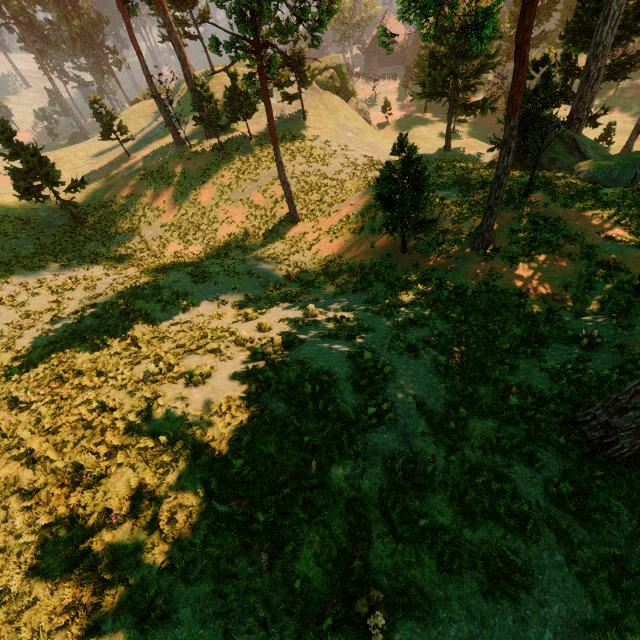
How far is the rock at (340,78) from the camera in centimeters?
4156cm

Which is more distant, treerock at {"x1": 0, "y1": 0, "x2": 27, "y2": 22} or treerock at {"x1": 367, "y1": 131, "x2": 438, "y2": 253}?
treerock at {"x1": 0, "y1": 0, "x2": 27, "y2": 22}

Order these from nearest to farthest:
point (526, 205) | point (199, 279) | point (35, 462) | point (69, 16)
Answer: point (35, 462) → point (526, 205) → point (199, 279) → point (69, 16)

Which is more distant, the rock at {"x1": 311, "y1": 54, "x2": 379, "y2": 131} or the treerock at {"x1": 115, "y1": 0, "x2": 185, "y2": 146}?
the rock at {"x1": 311, "y1": 54, "x2": 379, "y2": 131}

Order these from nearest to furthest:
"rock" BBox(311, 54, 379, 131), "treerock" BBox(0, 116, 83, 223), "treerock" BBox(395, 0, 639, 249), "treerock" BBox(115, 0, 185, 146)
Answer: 1. "treerock" BBox(395, 0, 639, 249)
2. "treerock" BBox(0, 116, 83, 223)
3. "treerock" BBox(115, 0, 185, 146)
4. "rock" BBox(311, 54, 379, 131)

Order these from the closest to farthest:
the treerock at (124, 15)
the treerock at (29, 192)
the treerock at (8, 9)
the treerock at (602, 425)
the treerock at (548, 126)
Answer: the treerock at (602, 425)
the treerock at (548, 126)
the treerock at (29, 192)
the treerock at (124, 15)
the treerock at (8, 9)

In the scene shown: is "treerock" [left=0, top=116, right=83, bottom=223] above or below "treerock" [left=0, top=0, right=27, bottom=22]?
below
